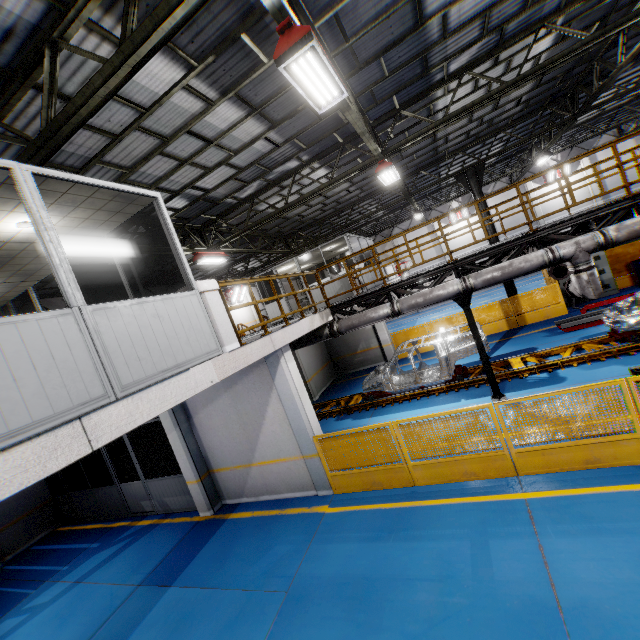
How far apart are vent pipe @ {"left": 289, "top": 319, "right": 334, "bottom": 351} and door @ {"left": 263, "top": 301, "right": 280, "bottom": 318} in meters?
6.4 m

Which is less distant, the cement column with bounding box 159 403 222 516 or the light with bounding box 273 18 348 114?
the light with bounding box 273 18 348 114

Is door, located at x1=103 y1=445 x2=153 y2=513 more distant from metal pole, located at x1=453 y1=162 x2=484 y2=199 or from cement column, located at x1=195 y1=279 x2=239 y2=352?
metal pole, located at x1=453 y1=162 x2=484 y2=199

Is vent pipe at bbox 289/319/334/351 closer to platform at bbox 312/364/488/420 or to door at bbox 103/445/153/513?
platform at bbox 312/364/488/420

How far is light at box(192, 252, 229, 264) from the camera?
12.6 meters

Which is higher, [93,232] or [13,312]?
[93,232]

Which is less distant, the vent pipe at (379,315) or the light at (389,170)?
the vent pipe at (379,315)

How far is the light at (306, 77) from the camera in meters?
4.2 m
